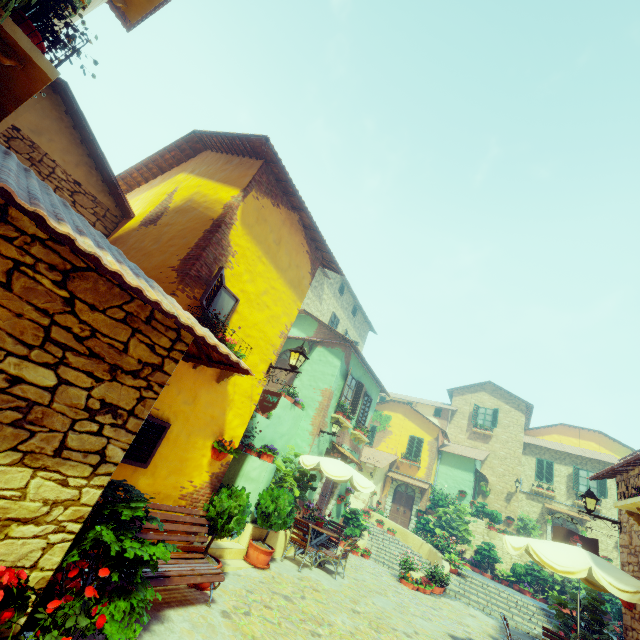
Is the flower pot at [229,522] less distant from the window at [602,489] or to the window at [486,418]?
the window at [486,418]

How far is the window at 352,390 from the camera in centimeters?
1430cm

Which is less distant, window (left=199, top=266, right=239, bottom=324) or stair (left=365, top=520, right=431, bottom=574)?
window (left=199, top=266, right=239, bottom=324)

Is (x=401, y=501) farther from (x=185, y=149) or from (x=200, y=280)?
(x=185, y=149)

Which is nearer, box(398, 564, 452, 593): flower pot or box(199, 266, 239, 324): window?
box(199, 266, 239, 324): window

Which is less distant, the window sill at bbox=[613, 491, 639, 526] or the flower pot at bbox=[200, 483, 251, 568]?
the flower pot at bbox=[200, 483, 251, 568]

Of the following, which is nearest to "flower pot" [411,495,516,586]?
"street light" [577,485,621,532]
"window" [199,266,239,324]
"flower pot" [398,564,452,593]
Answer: "window" [199,266,239,324]

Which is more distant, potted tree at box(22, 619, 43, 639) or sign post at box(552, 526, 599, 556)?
sign post at box(552, 526, 599, 556)
